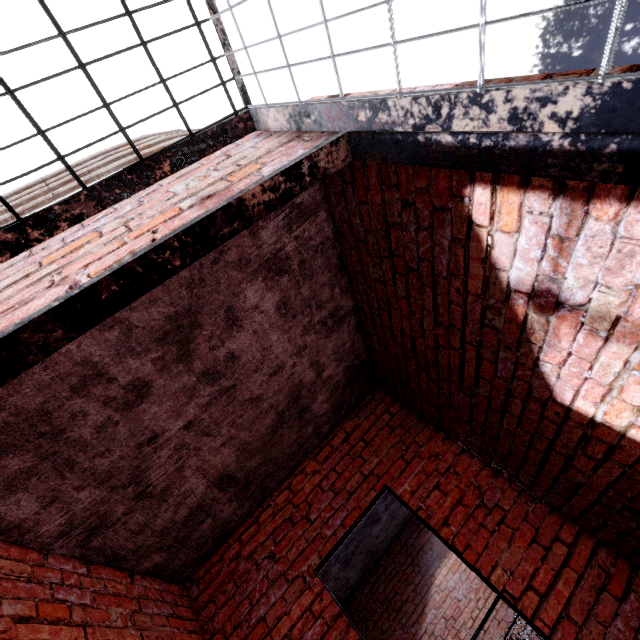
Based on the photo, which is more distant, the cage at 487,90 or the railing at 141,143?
the railing at 141,143

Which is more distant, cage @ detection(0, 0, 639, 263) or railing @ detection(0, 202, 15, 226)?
railing @ detection(0, 202, 15, 226)

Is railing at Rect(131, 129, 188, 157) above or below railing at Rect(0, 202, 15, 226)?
above

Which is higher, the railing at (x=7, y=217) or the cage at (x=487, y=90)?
the railing at (x=7, y=217)

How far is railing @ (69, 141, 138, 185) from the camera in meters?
1.8

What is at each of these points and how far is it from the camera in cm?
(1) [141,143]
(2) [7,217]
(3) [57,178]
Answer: (1) railing, 222
(2) railing, 159
(3) railing, 202
